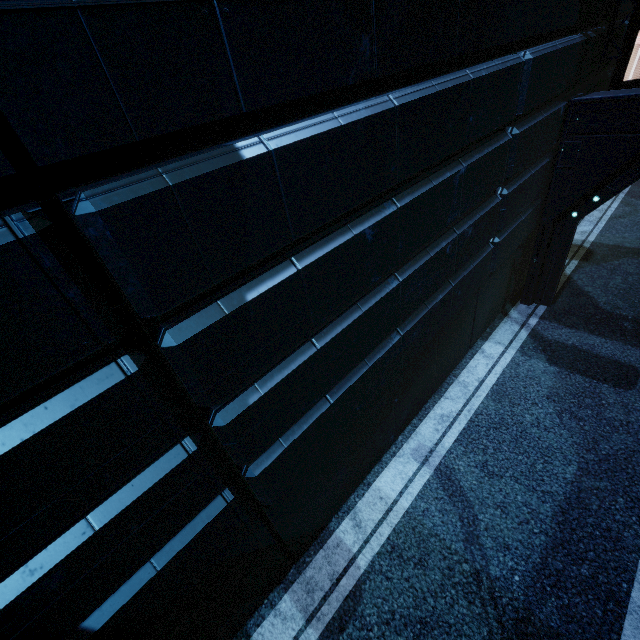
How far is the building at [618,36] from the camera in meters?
7.0

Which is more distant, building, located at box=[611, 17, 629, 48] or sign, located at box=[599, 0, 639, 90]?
building, located at box=[611, 17, 629, 48]

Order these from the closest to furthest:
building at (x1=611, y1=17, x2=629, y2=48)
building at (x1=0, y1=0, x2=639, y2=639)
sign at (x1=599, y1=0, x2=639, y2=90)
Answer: building at (x1=0, y1=0, x2=639, y2=639)
sign at (x1=599, y1=0, x2=639, y2=90)
building at (x1=611, y1=17, x2=629, y2=48)

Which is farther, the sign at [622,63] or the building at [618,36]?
the building at [618,36]

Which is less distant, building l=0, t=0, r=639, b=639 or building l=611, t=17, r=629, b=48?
building l=0, t=0, r=639, b=639

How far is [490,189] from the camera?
5.1 meters

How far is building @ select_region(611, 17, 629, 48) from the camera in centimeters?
699cm
